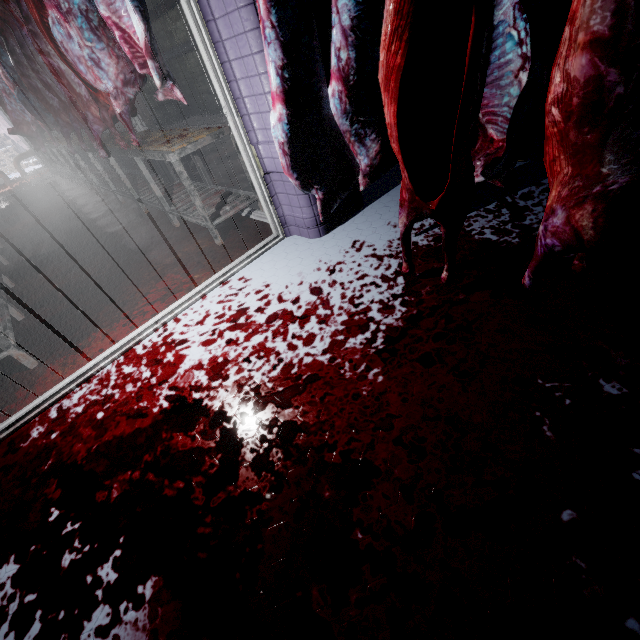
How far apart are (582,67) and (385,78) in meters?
0.6 m

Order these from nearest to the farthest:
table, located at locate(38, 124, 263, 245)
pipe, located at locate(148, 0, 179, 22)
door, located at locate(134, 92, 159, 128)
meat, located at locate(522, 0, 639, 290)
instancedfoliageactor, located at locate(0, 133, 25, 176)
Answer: meat, located at locate(522, 0, 639, 290) < table, located at locate(38, 124, 263, 245) < pipe, located at locate(148, 0, 179, 22) < door, located at locate(134, 92, 159, 128) < instancedfoliageactor, located at locate(0, 133, 25, 176)

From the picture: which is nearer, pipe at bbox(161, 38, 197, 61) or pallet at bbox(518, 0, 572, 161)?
pallet at bbox(518, 0, 572, 161)

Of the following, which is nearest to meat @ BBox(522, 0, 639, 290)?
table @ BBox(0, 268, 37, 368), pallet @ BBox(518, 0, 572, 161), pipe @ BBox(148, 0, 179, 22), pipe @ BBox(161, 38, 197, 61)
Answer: pallet @ BBox(518, 0, 572, 161)

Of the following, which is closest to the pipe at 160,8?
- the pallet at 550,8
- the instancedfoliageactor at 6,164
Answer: the pallet at 550,8

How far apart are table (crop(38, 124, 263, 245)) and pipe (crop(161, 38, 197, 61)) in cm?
319

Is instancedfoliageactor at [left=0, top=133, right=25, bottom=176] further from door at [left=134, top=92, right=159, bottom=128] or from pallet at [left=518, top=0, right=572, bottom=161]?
pallet at [left=518, top=0, right=572, bottom=161]

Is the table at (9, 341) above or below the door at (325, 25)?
below
